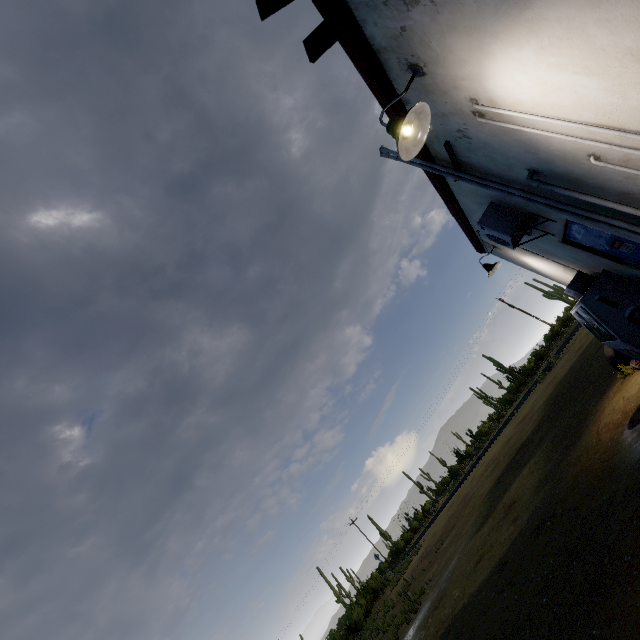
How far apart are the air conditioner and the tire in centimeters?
383cm

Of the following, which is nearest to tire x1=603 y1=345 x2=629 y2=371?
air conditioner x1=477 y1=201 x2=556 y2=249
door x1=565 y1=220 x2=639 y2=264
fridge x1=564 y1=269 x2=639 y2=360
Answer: fridge x1=564 y1=269 x2=639 y2=360

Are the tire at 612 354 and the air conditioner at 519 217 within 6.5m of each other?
yes

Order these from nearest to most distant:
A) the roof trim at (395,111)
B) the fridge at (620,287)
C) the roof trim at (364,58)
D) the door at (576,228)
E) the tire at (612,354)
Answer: the roof trim at (364,58) < the roof trim at (395,111) < the door at (576,228) < the fridge at (620,287) < the tire at (612,354)

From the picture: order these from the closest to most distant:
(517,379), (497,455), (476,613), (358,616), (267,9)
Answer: (267,9)
(476,613)
(497,455)
(358,616)
(517,379)

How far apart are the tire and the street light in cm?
708

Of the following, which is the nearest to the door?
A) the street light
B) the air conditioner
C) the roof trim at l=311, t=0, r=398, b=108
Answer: the air conditioner

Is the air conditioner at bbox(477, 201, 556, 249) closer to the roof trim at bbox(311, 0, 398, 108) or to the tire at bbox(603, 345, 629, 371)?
the roof trim at bbox(311, 0, 398, 108)
